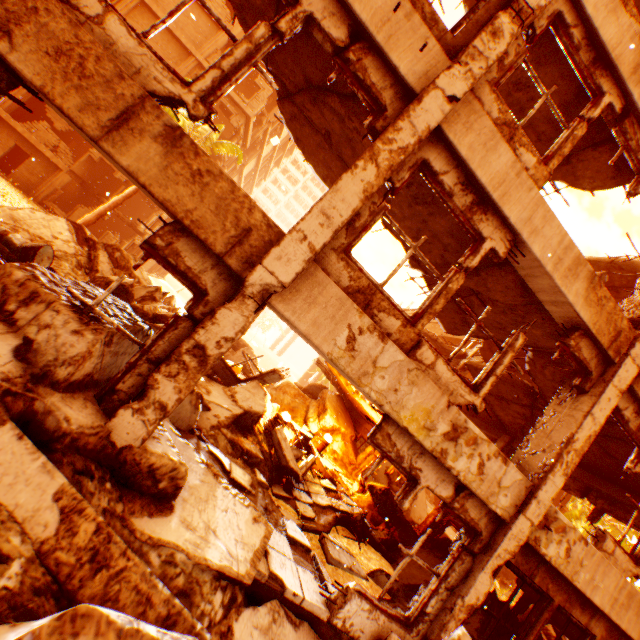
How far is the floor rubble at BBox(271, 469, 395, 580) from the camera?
6.34m

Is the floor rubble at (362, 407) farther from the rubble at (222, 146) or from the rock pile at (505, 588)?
the rubble at (222, 146)

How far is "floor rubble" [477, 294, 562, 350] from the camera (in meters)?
5.77

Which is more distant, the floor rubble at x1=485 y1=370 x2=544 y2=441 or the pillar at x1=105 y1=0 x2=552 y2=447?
the floor rubble at x1=485 y1=370 x2=544 y2=441

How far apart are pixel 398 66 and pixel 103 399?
4.9m

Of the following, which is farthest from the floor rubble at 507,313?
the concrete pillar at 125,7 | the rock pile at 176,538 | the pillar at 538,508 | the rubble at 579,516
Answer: the concrete pillar at 125,7

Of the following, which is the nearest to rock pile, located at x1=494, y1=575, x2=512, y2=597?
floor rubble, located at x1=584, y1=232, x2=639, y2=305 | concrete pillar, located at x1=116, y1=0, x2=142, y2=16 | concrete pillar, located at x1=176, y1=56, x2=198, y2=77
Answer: floor rubble, located at x1=584, y1=232, x2=639, y2=305

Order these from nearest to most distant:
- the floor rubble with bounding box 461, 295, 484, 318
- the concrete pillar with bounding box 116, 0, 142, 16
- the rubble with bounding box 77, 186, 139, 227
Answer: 1. the floor rubble with bounding box 461, 295, 484, 318
2. the rubble with bounding box 77, 186, 139, 227
3. the concrete pillar with bounding box 116, 0, 142, 16
